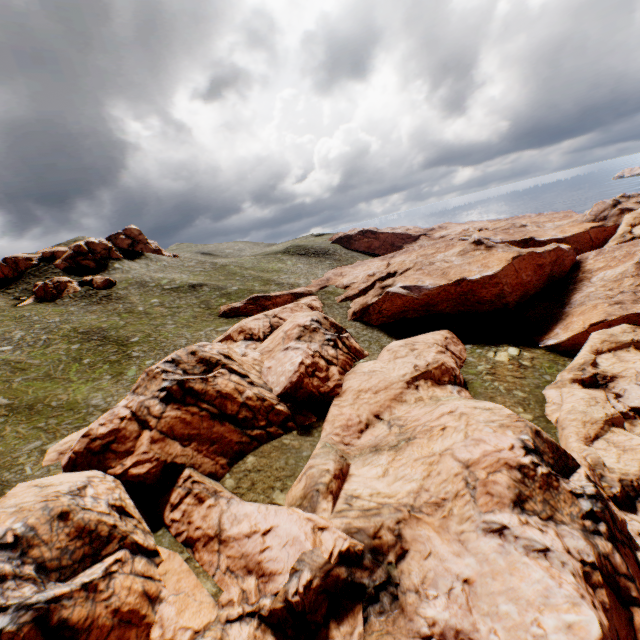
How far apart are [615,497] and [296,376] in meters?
25.1 m

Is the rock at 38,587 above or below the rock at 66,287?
below

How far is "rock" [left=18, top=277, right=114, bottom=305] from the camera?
56.1m

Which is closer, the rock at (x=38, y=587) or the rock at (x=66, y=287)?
the rock at (x=38, y=587)

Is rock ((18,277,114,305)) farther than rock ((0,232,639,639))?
Yes

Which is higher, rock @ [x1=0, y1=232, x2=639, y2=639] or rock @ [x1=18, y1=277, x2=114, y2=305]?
rock @ [x1=18, y1=277, x2=114, y2=305]
